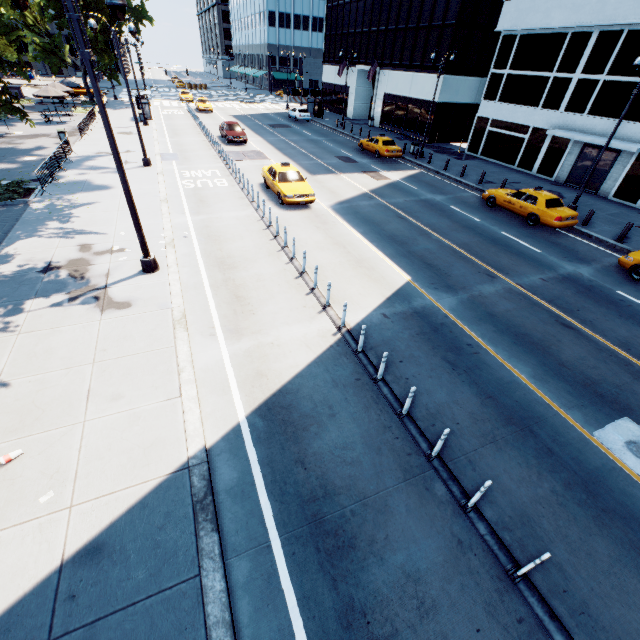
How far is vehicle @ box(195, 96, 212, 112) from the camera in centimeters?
4334cm

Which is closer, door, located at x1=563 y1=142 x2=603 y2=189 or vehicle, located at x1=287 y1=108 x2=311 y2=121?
door, located at x1=563 y1=142 x2=603 y2=189

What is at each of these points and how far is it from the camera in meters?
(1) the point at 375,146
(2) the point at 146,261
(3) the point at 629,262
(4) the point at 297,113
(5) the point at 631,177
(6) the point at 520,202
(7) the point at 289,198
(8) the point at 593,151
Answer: (1) vehicle, 28.2 m
(2) light, 10.9 m
(3) vehicle, 13.4 m
(4) vehicle, 42.3 m
(5) building, 20.9 m
(6) vehicle, 17.8 m
(7) vehicle, 16.9 m
(8) door, 22.5 m

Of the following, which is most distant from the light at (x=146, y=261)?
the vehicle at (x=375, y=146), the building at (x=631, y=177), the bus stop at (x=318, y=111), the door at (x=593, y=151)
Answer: the door at (x=593, y=151)

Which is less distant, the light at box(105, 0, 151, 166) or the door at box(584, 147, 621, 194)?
the light at box(105, 0, 151, 166)

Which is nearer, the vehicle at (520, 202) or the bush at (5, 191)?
the bush at (5, 191)

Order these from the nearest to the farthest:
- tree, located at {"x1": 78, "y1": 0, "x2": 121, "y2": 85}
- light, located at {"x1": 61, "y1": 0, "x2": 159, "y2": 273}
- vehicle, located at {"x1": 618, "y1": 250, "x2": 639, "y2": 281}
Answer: light, located at {"x1": 61, "y1": 0, "x2": 159, "y2": 273}, vehicle, located at {"x1": 618, "y1": 250, "x2": 639, "y2": 281}, tree, located at {"x1": 78, "y1": 0, "x2": 121, "y2": 85}

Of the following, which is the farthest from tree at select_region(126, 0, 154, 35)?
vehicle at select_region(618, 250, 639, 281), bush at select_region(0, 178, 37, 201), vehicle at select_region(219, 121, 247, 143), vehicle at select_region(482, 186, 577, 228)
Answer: vehicle at select_region(618, 250, 639, 281)
